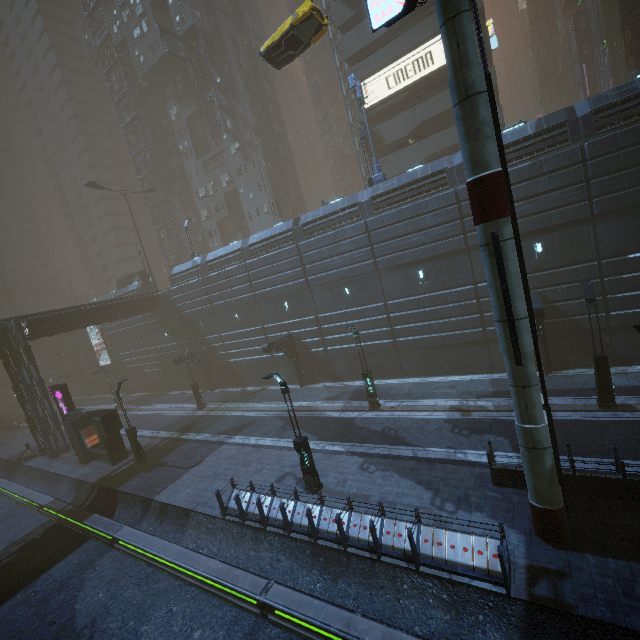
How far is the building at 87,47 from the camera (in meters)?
49.92

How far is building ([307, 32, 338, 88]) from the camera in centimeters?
5797cm

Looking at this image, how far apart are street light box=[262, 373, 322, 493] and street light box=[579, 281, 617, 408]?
12.7 meters

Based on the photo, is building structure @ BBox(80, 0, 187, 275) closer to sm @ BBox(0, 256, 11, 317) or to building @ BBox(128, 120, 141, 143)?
building @ BBox(128, 120, 141, 143)

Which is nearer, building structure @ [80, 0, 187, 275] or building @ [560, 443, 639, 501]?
building @ [560, 443, 639, 501]

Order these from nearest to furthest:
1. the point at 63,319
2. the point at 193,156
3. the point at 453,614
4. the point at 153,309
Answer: the point at 453,614 → the point at 63,319 → the point at 153,309 → the point at 193,156
